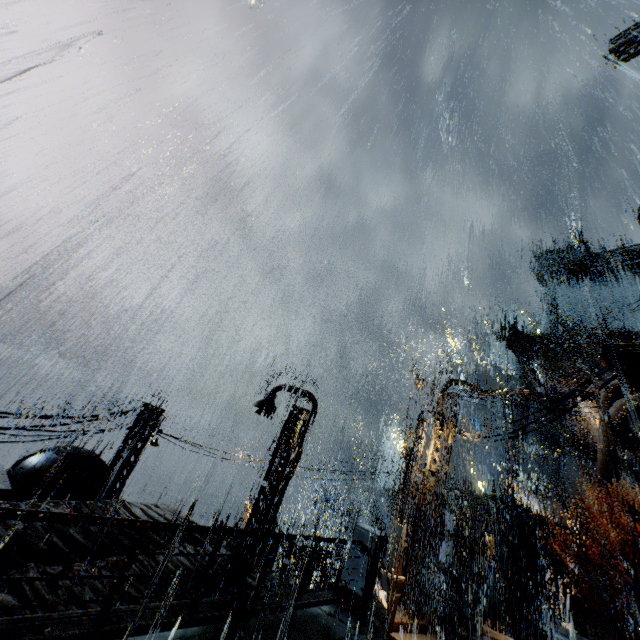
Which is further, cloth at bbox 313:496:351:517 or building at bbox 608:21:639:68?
cloth at bbox 313:496:351:517

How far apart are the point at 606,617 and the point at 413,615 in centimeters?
3294cm

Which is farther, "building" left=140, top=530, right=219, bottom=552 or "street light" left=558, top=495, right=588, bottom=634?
"street light" left=558, top=495, right=588, bottom=634

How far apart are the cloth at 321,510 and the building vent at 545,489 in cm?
2894

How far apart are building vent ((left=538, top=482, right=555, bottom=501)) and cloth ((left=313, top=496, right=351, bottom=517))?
28.94m

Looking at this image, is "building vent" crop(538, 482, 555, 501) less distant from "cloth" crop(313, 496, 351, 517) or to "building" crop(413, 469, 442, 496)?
"building" crop(413, 469, 442, 496)

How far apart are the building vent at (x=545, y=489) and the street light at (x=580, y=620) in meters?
35.6

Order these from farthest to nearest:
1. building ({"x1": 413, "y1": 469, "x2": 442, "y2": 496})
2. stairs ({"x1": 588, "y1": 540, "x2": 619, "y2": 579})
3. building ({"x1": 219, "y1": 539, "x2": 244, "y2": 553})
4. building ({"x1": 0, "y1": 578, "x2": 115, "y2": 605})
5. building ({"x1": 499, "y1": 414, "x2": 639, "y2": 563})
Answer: building ({"x1": 499, "y1": 414, "x2": 639, "y2": 563}) < stairs ({"x1": 588, "y1": 540, "x2": 619, "y2": 579}) < building ({"x1": 413, "y1": 469, "x2": 442, "y2": 496}) < building ({"x1": 219, "y1": 539, "x2": 244, "y2": 553}) < building ({"x1": 0, "y1": 578, "x2": 115, "y2": 605})
